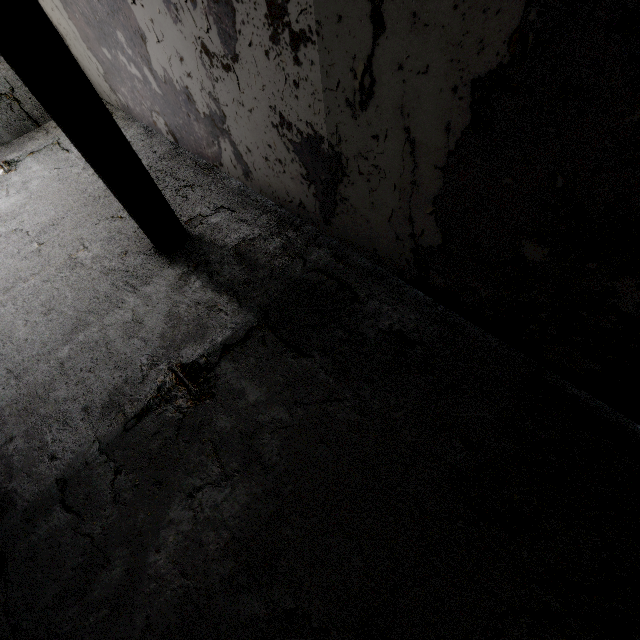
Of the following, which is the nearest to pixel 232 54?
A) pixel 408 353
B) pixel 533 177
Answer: pixel 533 177
